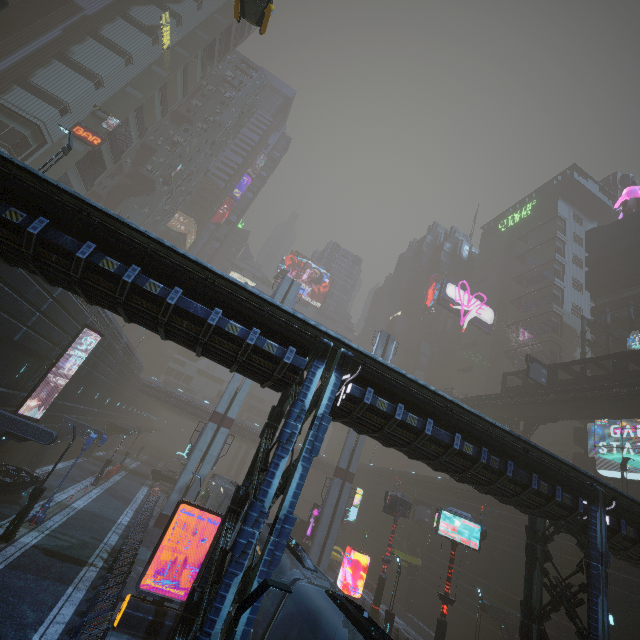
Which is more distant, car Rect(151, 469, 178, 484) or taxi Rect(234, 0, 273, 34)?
car Rect(151, 469, 178, 484)

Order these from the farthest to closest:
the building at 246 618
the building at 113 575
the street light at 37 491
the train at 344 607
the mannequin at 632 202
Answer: the mannequin at 632 202, the street light at 37 491, the building at 113 575, the train at 344 607, the building at 246 618

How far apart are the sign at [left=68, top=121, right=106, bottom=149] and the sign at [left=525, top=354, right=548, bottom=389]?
55.05m

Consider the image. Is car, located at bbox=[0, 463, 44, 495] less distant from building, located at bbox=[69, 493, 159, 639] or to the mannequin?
building, located at bbox=[69, 493, 159, 639]

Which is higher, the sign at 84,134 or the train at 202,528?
the sign at 84,134

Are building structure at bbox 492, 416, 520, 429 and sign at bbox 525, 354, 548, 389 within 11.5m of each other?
yes

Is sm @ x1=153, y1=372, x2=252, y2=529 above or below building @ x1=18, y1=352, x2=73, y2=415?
above

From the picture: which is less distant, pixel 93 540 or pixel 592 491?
pixel 592 491
